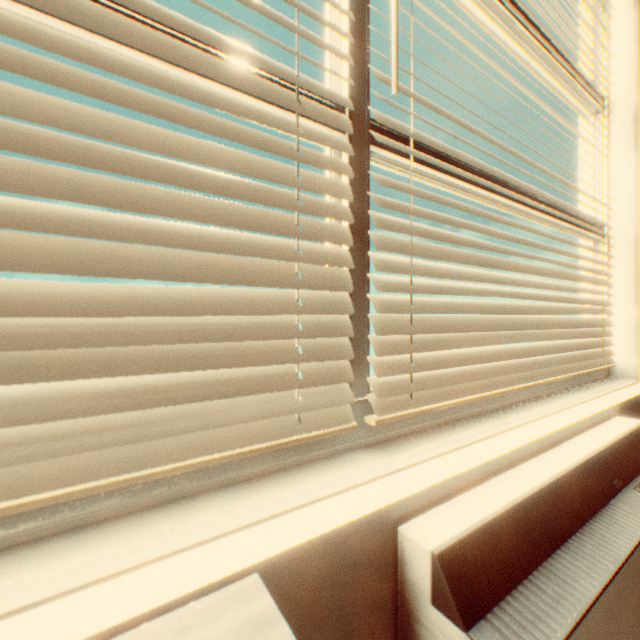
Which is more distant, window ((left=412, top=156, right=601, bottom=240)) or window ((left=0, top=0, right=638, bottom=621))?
window ((left=412, top=156, right=601, bottom=240))

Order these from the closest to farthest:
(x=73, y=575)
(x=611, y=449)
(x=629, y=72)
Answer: (x=73, y=575)
(x=611, y=449)
(x=629, y=72)

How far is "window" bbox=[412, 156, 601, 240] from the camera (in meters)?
0.95

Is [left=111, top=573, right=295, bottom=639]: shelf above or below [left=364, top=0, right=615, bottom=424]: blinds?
below

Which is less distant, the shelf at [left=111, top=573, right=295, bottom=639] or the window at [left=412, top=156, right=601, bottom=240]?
the shelf at [left=111, top=573, right=295, bottom=639]

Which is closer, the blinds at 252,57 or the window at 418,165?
the blinds at 252,57

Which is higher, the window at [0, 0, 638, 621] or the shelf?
the window at [0, 0, 638, 621]

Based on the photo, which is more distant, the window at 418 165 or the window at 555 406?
the window at 418 165
